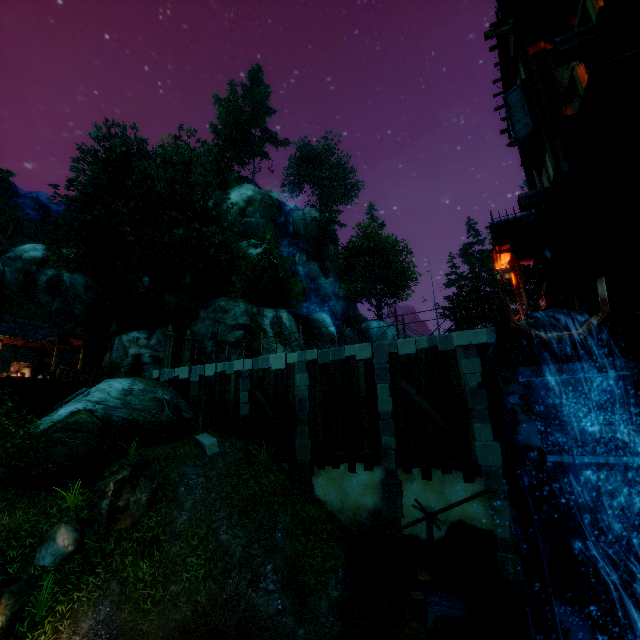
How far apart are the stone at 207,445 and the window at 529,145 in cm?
1385

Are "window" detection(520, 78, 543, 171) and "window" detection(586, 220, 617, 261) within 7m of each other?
yes

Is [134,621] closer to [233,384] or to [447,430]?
[233,384]

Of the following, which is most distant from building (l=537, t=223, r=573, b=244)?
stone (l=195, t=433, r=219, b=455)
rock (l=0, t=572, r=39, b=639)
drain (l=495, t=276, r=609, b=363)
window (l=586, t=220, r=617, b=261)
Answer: rock (l=0, t=572, r=39, b=639)

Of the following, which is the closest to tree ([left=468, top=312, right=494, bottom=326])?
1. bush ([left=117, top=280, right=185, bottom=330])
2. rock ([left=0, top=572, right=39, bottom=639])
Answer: bush ([left=117, top=280, right=185, bottom=330])

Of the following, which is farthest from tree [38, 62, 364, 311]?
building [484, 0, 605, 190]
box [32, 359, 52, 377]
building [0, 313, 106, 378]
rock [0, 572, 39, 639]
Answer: rock [0, 572, 39, 639]

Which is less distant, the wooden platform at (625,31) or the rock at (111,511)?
the wooden platform at (625,31)

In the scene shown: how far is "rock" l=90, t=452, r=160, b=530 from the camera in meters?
9.9 m
